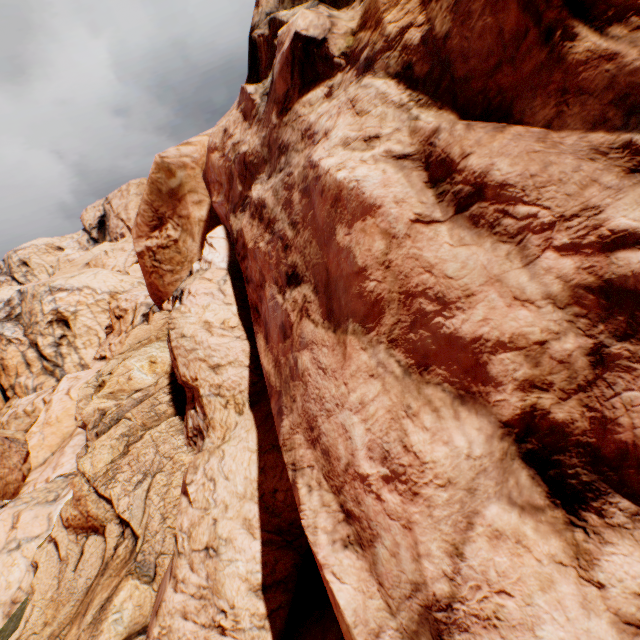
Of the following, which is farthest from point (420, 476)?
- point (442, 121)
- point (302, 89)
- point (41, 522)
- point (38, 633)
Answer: A: point (41, 522)
